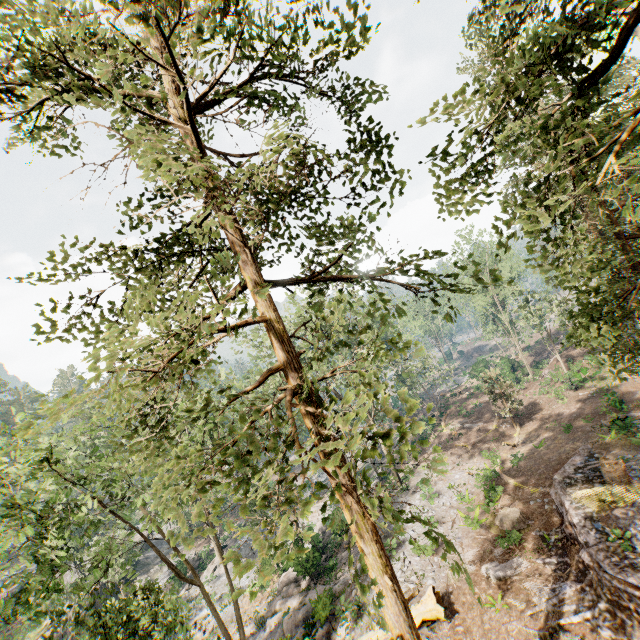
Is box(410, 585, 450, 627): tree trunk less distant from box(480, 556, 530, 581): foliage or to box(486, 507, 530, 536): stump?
box(480, 556, 530, 581): foliage

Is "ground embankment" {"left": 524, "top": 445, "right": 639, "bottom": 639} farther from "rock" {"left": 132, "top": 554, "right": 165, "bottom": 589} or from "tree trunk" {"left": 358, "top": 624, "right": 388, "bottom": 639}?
"rock" {"left": 132, "top": 554, "right": 165, "bottom": 589}

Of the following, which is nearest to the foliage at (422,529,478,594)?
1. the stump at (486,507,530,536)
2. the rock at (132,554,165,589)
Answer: the rock at (132,554,165,589)

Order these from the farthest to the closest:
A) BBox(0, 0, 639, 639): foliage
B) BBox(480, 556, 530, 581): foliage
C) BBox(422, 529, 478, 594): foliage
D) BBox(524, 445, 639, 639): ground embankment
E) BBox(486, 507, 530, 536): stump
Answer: BBox(486, 507, 530, 536): stump → BBox(480, 556, 530, 581): foliage → BBox(524, 445, 639, 639): ground embankment → BBox(0, 0, 639, 639): foliage → BBox(422, 529, 478, 594): foliage

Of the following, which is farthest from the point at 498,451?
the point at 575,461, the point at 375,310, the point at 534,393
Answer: the point at 375,310

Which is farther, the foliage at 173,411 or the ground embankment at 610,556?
the ground embankment at 610,556

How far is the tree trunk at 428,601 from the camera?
14.2m

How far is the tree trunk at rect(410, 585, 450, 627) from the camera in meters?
14.2 m
